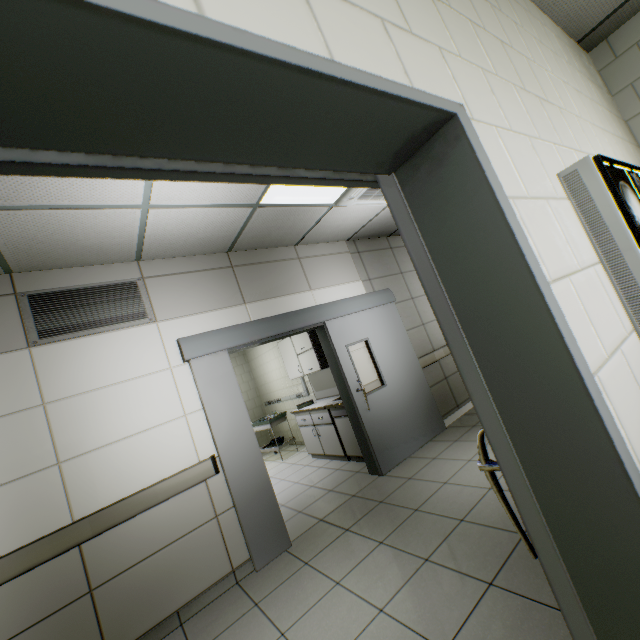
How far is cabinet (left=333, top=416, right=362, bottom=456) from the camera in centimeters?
482cm

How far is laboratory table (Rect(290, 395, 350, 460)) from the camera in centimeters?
520cm

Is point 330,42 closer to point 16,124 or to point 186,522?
point 16,124

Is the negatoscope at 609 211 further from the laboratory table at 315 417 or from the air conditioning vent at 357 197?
the laboratory table at 315 417

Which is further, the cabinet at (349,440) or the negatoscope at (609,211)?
the cabinet at (349,440)

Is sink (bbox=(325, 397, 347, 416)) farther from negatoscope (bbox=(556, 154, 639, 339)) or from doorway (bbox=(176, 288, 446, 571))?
negatoscope (bbox=(556, 154, 639, 339))

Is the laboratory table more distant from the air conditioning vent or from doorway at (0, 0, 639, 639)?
doorway at (0, 0, 639, 639)

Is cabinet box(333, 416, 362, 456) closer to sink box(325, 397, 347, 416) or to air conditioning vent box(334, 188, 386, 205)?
sink box(325, 397, 347, 416)
